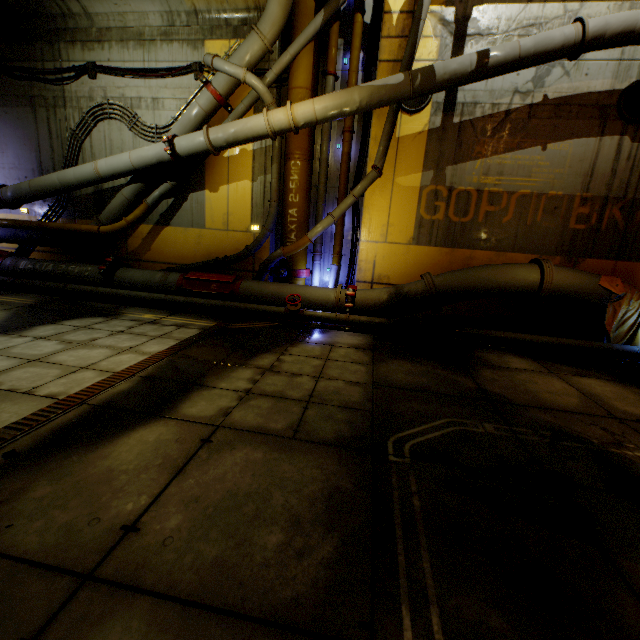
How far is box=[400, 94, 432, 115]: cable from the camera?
7.4 meters

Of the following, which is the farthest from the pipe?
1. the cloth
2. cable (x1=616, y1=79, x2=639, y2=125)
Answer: cable (x1=616, y1=79, x2=639, y2=125)

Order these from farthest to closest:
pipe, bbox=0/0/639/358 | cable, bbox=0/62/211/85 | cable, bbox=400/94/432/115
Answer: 1. cable, bbox=0/62/211/85
2. cable, bbox=400/94/432/115
3. pipe, bbox=0/0/639/358

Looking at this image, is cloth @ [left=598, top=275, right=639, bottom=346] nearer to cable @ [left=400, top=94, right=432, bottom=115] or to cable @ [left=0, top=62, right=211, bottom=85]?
cable @ [left=400, top=94, right=432, bottom=115]

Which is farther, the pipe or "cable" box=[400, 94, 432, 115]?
"cable" box=[400, 94, 432, 115]

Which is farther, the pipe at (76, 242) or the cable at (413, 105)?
the cable at (413, 105)

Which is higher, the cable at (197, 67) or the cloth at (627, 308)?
the cable at (197, 67)

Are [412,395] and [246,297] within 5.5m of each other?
yes
